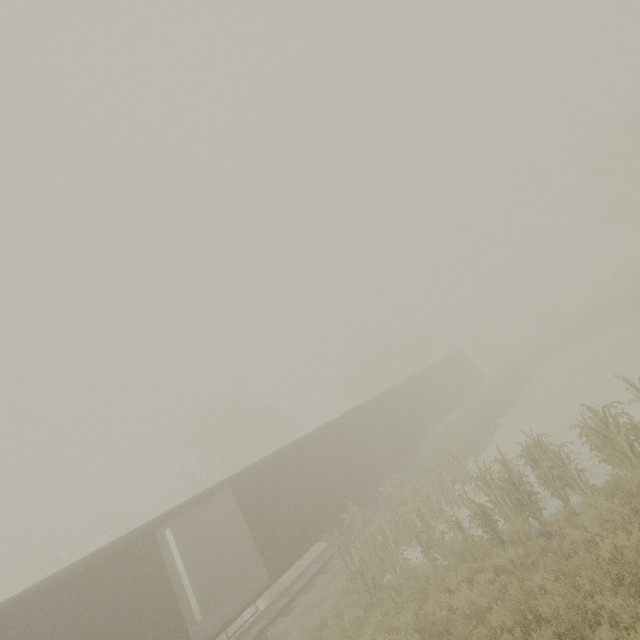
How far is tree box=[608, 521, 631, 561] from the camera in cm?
498

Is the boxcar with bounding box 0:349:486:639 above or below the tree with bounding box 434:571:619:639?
above

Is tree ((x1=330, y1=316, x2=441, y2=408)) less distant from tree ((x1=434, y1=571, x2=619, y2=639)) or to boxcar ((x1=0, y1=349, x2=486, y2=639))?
tree ((x1=434, y1=571, x2=619, y2=639))

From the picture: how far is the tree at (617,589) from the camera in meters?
4.6

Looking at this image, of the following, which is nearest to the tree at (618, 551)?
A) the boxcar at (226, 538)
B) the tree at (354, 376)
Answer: the boxcar at (226, 538)

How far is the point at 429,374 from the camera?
25.6 meters

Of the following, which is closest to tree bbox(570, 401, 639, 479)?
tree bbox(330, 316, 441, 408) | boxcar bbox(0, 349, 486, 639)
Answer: boxcar bbox(0, 349, 486, 639)
